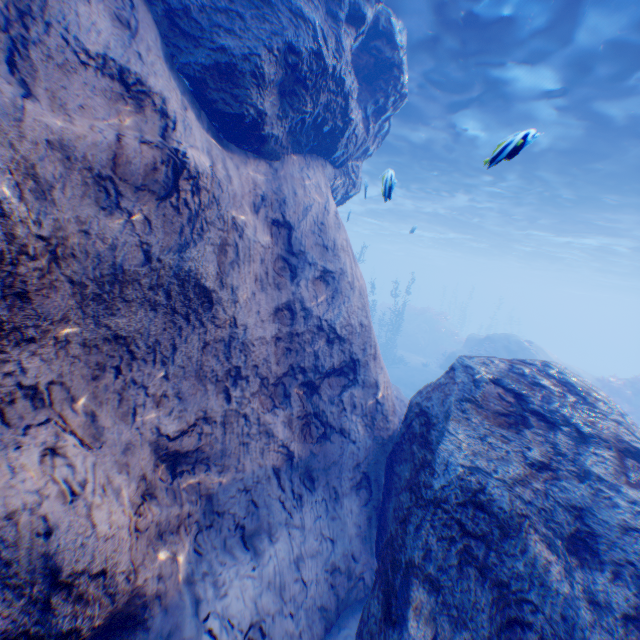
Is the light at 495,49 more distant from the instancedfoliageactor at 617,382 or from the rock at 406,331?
the rock at 406,331

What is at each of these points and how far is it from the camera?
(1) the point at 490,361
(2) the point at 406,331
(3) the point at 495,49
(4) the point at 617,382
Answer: (1) rock, 5.75m
(2) rock, 33.47m
(3) light, 8.14m
(4) instancedfoliageactor, 20.61m

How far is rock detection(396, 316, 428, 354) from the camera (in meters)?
32.25

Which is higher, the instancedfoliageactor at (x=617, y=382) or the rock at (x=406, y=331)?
the instancedfoliageactor at (x=617, y=382)

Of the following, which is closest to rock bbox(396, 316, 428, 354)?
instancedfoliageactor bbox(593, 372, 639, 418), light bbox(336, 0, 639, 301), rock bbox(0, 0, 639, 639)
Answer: rock bbox(0, 0, 639, 639)

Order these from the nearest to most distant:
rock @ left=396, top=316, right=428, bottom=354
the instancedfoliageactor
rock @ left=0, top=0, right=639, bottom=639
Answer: rock @ left=0, top=0, right=639, bottom=639 → the instancedfoliageactor → rock @ left=396, top=316, right=428, bottom=354

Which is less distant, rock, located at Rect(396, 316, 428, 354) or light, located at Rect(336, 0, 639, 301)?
light, located at Rect(336, 0, 639, 301)

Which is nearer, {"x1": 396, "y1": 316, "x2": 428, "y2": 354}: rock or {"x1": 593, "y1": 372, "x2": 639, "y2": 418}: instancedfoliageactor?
{"x1": 593, "y1": 372, "x2": 639, "y2": 418}: instancedfoliageactor
